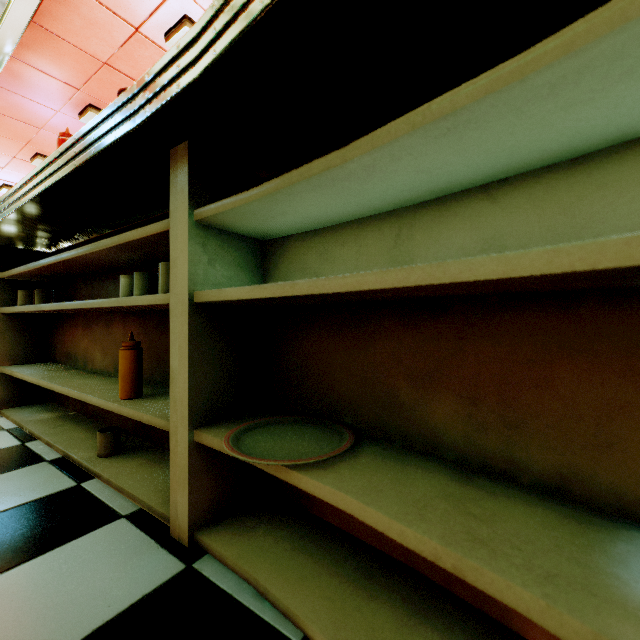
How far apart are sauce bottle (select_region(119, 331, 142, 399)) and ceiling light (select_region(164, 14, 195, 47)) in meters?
3.2

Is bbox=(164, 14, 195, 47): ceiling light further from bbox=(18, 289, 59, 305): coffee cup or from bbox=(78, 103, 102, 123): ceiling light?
bbox=(18, 289, 59, 305): coffee cup

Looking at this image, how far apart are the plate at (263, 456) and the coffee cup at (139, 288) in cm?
69

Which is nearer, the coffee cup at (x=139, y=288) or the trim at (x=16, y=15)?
the coffee cup at (x=139, y=288)

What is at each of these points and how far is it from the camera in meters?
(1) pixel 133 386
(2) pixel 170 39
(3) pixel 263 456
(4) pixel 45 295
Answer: (1) sauce bottle, 1.2 m
(2) ceiling light, 2.9 m
(3) plate, 0.7 m
(4) coffee cup, 1.9 m

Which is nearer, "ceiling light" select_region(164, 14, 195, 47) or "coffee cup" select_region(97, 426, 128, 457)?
"coffee cup" select_region(97, 426, 128, 457)

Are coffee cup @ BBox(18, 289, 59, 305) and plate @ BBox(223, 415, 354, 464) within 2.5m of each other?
yes

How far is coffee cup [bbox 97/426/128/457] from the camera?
1.29m
